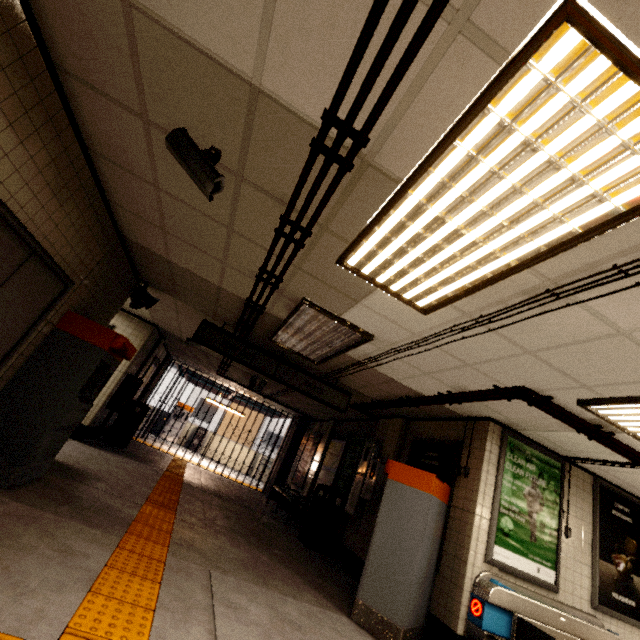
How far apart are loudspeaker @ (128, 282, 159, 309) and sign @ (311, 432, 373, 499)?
5.9m

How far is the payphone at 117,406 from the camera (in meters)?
7.57

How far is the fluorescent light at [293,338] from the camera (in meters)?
3.87

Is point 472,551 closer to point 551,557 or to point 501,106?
point 551,557

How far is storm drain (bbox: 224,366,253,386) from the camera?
9.2 meters

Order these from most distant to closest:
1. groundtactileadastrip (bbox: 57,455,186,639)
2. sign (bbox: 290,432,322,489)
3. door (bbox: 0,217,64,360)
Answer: sign (bbox: 290,432,322,489), door (bbox: 0,217,64,360), groundtactileadastrip (bbox: 57,455,186,639)

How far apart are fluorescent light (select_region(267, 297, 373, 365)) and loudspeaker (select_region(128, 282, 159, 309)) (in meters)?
2.04

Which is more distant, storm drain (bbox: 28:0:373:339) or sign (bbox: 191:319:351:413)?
sign (bbox: 191:319:351:413)
